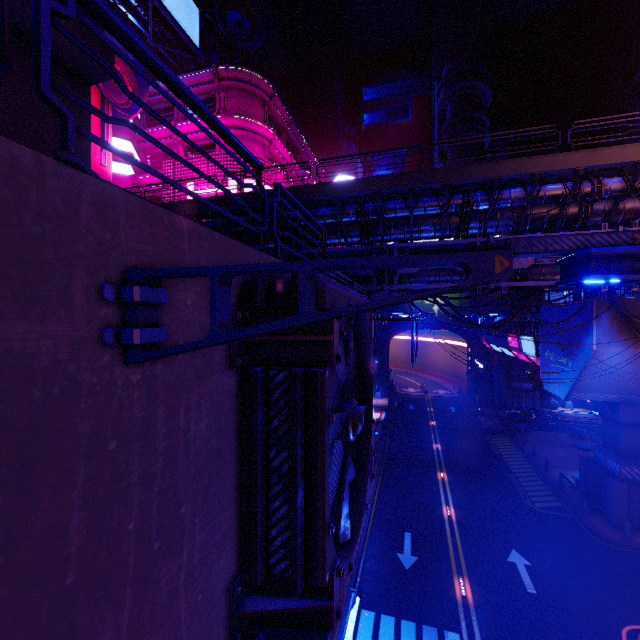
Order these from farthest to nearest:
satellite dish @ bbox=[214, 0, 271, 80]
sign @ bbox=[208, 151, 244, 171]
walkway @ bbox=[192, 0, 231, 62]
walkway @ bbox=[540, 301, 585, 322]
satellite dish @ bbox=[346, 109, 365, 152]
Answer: satellite dish @ bbox=[346, 109, 365, 152] < walkway @ bbox=[192, 0, 231, 62] < satellite dish @ bbox=[214, 0, 271, 80] < sign @ bbox=[208, 151, 244, 171] < walkway @ bbox=[540, 301, 585, 322]

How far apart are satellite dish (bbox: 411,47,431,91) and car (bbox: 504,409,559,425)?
59.61m

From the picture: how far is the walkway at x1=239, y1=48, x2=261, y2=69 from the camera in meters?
39.6 m

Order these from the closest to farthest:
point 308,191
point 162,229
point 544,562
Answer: point 162,229, point 308,191, point 544,562

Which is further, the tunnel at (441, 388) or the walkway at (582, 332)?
the tunnel at (441, 388)

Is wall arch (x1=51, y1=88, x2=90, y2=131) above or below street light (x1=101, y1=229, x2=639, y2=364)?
above

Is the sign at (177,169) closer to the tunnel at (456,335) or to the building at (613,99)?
the building at (613,99)

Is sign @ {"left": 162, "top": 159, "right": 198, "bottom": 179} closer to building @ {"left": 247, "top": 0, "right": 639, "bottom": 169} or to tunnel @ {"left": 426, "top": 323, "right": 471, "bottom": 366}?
building @ {"left": 247, "top": 0, "right": 639, "bottom": 169}
